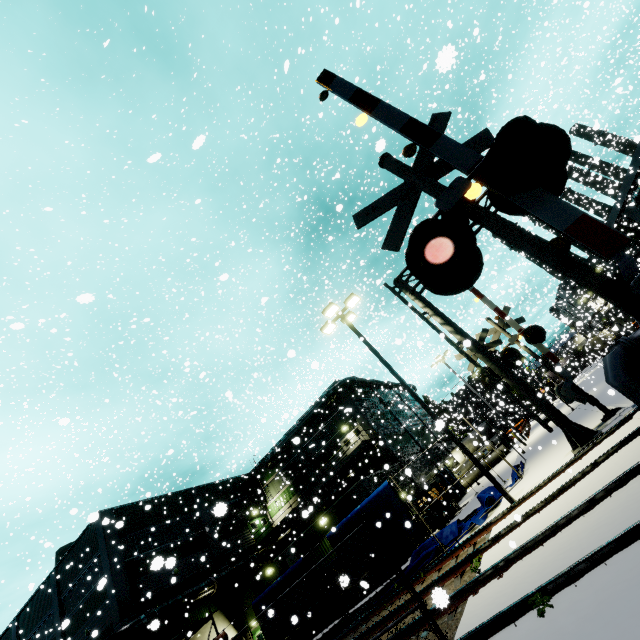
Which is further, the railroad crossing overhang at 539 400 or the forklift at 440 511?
the forklift at 440 511

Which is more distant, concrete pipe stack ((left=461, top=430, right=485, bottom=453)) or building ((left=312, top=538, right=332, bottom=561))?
building ((left=312, top=538, right=332, bottom=561))

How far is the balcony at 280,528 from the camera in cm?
2797

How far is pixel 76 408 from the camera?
20.0 meters

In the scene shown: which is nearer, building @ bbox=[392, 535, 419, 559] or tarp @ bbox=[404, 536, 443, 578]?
tarp @ bbox=[404, 536, 443, 578]

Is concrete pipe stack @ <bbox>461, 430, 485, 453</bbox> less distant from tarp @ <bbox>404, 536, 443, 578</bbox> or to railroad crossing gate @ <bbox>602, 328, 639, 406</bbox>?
tarp @ <bbox>404, 536, 443, 578</bbox>

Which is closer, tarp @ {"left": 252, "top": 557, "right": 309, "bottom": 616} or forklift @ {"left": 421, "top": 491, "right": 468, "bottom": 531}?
tarp @ {"left": 252, "top": 557, "right": 309, "bottom": 616}

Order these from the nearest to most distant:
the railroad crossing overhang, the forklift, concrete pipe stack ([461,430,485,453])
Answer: the railroad crossing overhang → the forklift → concrete pipe stack ([461,430,485,453])
